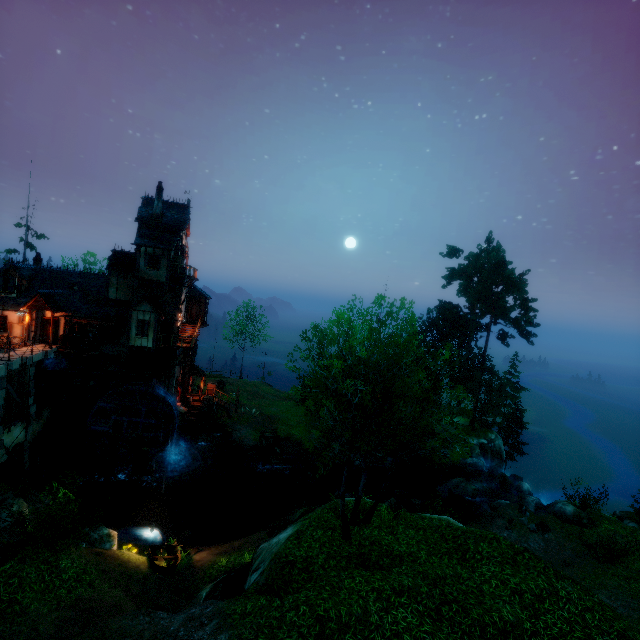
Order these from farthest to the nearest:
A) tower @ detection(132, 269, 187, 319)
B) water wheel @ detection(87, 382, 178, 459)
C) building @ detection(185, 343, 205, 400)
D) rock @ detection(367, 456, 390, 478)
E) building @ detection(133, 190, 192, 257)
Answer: building @ detection(185, 343, 205, 400) < rock @ detection(367, 456, 390, 478) < tower @ detection(132, 269, 187, 319) < building @ detection(133, 190, 192, 257) < water wheel @ detection(87, 382, 178, 459)

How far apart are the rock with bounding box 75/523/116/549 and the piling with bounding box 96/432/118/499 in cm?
864

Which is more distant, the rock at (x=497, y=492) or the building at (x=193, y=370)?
the building at (x=193, y=370)

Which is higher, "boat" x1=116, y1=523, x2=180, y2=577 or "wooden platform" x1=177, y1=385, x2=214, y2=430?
"wooden platform" x1=177, y1=385, x2=214, y2=430

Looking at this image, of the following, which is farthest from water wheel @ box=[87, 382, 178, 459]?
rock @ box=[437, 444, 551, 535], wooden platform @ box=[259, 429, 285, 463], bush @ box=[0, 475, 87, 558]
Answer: rock @ box=[437, 444, 551, 535]

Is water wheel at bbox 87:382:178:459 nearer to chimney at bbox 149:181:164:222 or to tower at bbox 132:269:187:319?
tower at bbox 132:269:187:319

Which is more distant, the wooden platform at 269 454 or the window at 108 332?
the wooden platform at 269 454

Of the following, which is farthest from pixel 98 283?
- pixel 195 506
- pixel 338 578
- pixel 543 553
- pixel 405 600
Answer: pixel 543 553
